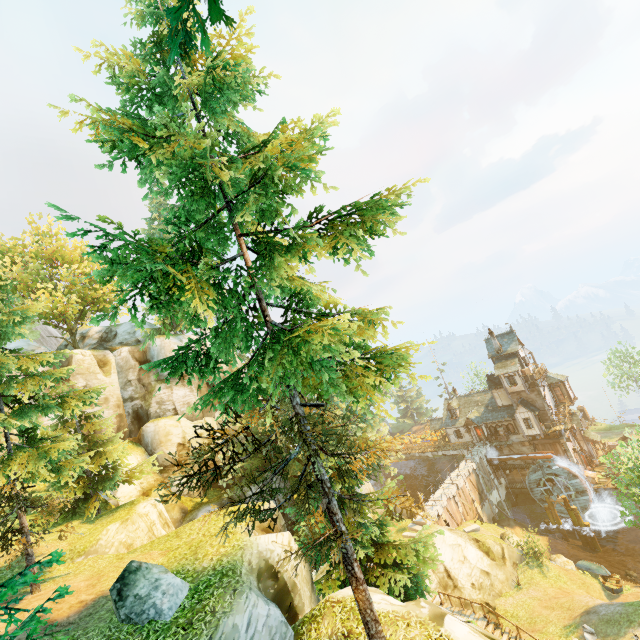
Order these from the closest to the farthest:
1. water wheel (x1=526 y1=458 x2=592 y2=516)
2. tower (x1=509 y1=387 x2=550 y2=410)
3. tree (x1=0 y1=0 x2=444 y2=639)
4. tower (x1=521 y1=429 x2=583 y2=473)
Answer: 1. tree (x1=0 y1=0 x2=444 y2=639)
2. water wheel (x1=526 y1=458 x2=592 y2=516)
3. tower (x1=521 y1=429 x2=583 y2=473)
4. tower (x1=509 y1=387 x2=550 y2=410)

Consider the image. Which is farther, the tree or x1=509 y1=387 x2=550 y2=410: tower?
x1=509 y1=387 x2=550 y2=410: tower

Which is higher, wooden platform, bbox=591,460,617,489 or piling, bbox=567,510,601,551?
wooden platform, bbox=591,460,617,489

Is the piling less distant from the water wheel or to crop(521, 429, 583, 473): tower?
the water wheel

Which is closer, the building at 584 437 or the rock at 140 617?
the rock at 140 617

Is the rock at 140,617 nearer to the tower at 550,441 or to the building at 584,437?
the building at 584,437

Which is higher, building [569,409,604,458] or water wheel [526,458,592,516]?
building [569,409,604,458]

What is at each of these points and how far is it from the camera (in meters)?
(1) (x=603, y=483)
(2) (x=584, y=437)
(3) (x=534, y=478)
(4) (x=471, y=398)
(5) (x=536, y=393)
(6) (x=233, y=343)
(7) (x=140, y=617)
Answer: (1) wooden platform, 37.56
(2) building, 42.56
(3) water wheel, 39.88
(4) building, 49.75
(5) tower, 41.34
(6) tree, 9.16
(7) rock, 8.62
